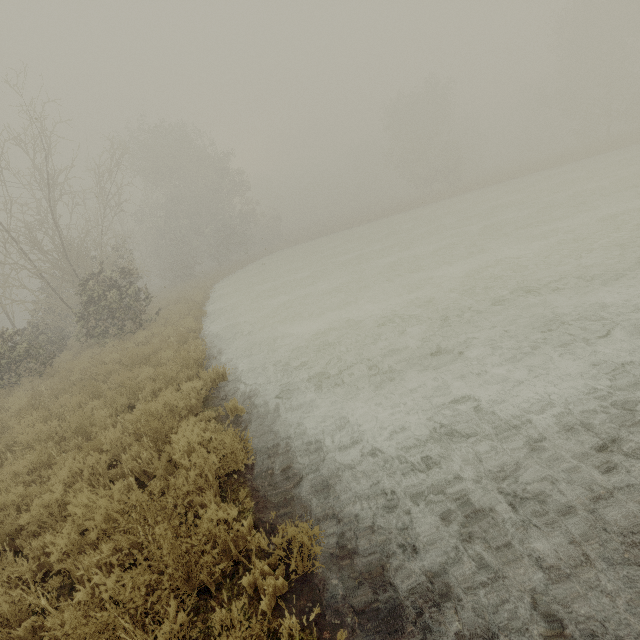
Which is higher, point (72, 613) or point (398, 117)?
point (398, 117)
